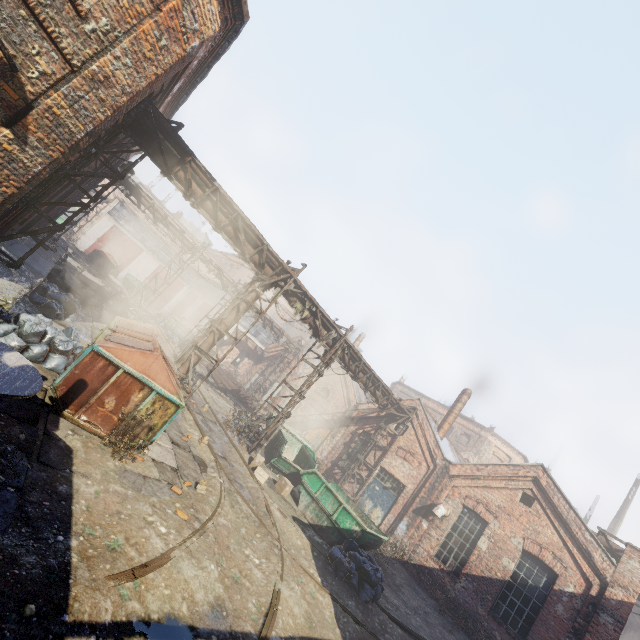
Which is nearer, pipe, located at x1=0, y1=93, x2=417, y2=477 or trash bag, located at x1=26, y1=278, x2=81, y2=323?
pipe, located at x1=0, y1=93, x2=417, y2=477

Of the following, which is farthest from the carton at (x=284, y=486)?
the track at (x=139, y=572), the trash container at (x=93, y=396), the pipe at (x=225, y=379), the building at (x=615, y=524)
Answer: the building at (x=615, y=524)

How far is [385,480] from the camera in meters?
18.0 m

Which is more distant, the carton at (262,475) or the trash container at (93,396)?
the carton at (262,475)

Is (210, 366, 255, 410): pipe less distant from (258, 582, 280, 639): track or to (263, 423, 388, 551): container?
(258, 582, 280, 639): track

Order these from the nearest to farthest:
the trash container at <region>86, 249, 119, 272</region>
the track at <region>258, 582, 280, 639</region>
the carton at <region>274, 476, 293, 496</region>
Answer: the track at <region>258, 582, 280, 639</region>
the carton at <region>274, 476, 293, 496</region>
the trash container at <region>86, 249, 119, 272</region>

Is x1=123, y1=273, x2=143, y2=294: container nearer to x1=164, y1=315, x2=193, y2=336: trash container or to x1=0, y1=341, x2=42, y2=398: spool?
x1=164, y1=315, x2=193, y2=336: trash container

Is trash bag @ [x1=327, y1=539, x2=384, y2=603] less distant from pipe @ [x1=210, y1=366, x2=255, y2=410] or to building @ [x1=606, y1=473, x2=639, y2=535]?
pipe @ [x1=210, y1=366, x2=255, y2=410]
